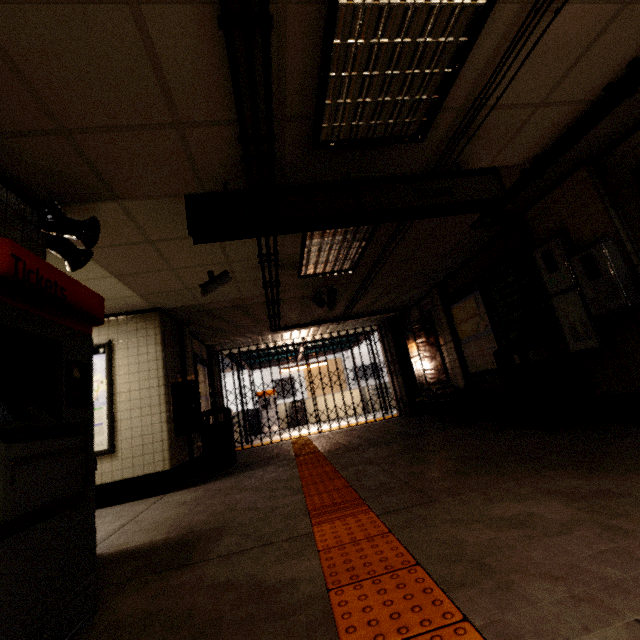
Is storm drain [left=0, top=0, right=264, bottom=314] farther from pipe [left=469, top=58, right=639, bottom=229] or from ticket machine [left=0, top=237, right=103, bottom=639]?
ticket machine [left=0, top=237, right=103, bottom=639]

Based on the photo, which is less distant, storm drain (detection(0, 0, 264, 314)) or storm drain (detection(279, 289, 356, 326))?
storm drain (detection(0, 0, 264, 314))

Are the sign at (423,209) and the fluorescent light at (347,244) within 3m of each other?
yes

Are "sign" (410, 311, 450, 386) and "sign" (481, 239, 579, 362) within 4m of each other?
yes

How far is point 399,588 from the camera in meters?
1.5 m

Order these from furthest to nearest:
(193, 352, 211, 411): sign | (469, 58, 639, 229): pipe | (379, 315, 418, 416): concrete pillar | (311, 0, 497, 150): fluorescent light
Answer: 1. (379, 315, 418, 416): concrete pillar
2. (193, 352, 211, 411): sign
3. (469, 58, 639, 229): pipe
4. (311, 0, 497, 150): fluorescent light

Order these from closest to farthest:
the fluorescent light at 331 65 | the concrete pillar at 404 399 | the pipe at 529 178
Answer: the fluorescent light at 331 65
the pipe at 529 178
the concrete pillar at 404 399

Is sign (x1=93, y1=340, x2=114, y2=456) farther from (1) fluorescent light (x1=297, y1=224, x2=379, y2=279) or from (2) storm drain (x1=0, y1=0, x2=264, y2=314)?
(1) fluorescent light (x1=297, y1=224, x2=379, y2=279)
